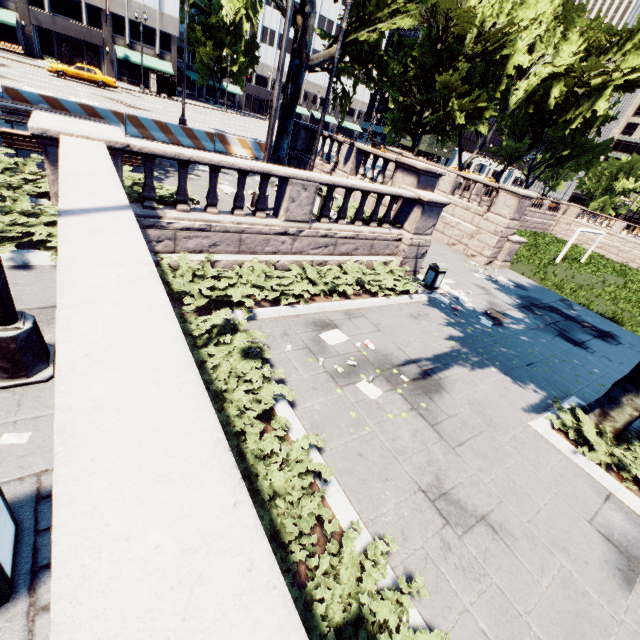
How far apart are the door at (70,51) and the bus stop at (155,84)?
9.5m

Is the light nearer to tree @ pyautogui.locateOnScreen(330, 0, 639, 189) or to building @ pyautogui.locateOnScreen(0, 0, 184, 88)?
tree @ pyautogui.locateOnScreen(330, 0, 639, 189)

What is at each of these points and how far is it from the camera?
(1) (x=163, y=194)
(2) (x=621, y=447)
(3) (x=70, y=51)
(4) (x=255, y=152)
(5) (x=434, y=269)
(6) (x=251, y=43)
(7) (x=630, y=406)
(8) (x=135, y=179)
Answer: (1) bush, 8.2 meters
(2) bush, 6.9 meters
(3) door, 40.0 meters
(4) concrete barrier, 18.1 meters
(5) garbage can, 12.3 meters
(6) tree, 53.9 meters
(7) tree, 6.8 meters
(8) bush, 8.3 meters

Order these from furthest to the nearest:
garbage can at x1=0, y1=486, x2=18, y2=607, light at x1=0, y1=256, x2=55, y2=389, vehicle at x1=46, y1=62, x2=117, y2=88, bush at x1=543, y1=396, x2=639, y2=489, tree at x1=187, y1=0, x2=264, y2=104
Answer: tree at x1=187, y1=0, x2=264, y2=104 < vehicle at x1=46, y1=62, x2=117, y2=88 < bush at x1=543, y1=396, x2=639, y2=489 < light at x1=0, y1=256, x2=55, y2=389 < garbage can at x1=0, y1=486, x2=18, y2=607

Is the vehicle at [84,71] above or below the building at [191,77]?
below

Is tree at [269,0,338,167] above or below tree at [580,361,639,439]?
above

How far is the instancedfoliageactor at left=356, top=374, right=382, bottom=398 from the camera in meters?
6.7 m

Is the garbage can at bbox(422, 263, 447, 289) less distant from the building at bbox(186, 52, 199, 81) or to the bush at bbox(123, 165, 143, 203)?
the bush at bbox(123, 165, 143, 203)
